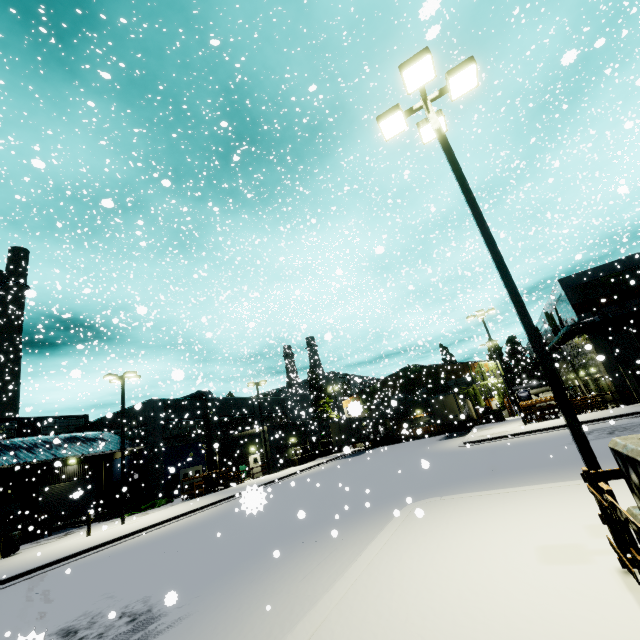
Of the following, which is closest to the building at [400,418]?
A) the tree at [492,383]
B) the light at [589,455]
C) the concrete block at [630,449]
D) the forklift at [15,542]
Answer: the tree at [492,383]

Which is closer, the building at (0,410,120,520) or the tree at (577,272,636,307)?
the tree at (577,272,636,307)

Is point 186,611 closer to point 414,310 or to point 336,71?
point 336,71

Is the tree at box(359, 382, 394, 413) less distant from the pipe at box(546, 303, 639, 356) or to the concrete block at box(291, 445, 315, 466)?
the concrete block at box(291, 445, 315, 466)

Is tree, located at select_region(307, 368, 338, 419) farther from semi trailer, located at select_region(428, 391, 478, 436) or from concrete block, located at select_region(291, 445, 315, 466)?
concrete block, located at select_region(291, 445, 315, 466)

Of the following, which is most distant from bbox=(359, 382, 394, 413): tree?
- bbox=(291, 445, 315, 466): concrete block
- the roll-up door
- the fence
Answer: the fence

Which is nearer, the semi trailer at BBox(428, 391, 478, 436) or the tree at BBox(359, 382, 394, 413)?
the semi trailer at BBox(428, 391, 478, 436)

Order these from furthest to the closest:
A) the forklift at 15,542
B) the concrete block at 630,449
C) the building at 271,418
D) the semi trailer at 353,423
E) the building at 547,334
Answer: the building at 547,334, the semi trailer at 353,423, the building at 271,418, the forklift at 15,542, the concrete block at 630,449
